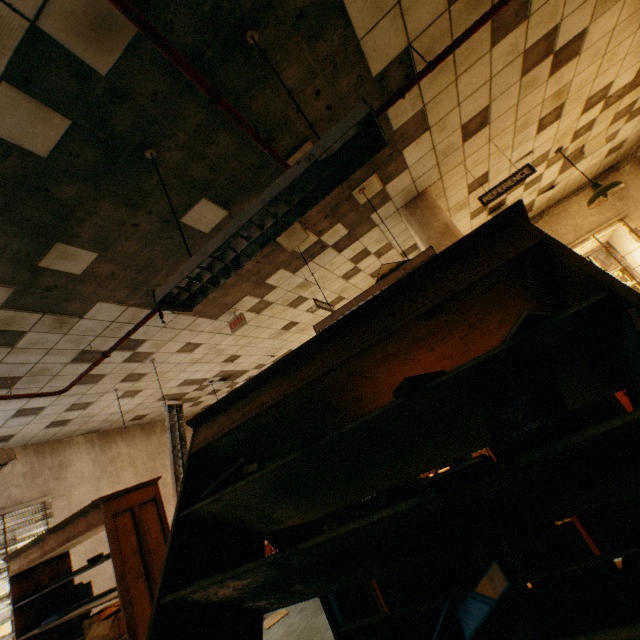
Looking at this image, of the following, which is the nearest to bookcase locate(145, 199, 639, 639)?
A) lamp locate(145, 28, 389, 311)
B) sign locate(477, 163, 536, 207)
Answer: lamp locate(145, 28, 389, 311)

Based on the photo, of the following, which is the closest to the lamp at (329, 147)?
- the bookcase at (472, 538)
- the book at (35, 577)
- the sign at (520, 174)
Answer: the bookcase at (472, 538)

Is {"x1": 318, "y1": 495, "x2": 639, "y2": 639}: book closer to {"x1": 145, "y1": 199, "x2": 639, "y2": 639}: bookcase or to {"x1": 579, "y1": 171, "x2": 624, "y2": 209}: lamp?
{"x1": 145, "y1": 199, "x2": 639, "y2": 639}: bookcase

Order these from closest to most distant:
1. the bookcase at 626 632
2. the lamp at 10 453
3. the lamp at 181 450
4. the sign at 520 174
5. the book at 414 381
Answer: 1. the bookcase at 626 632
2. the book at 414 381
3. the lamp at 10 453
4. the sign at 520 174
5. the lamp at 181 450

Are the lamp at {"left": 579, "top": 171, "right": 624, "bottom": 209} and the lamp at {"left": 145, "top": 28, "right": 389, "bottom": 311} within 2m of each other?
no

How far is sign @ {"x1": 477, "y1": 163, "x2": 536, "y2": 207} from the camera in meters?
3.8

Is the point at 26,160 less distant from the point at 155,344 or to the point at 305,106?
the point at 305,106

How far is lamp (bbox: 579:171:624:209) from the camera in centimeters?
448cm
